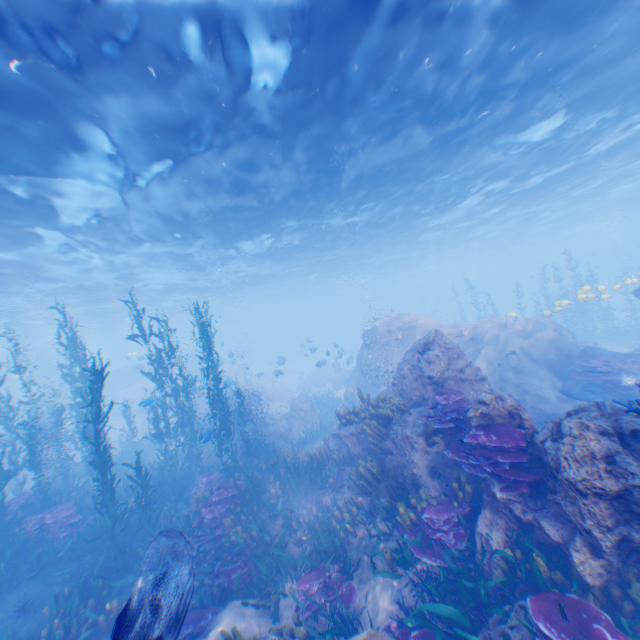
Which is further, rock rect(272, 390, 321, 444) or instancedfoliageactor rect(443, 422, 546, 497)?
rock rect(272, 390, 321, 444)

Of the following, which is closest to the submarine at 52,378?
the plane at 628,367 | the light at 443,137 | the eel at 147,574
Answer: the light at 443,137

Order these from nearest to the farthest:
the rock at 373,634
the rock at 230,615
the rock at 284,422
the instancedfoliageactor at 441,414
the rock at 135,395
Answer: the rock at 373,634 → the rock at 230,615 → the instancedfoliageactor at 441,414 → the rock at 284,422 → the rock at 135,395

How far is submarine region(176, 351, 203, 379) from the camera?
29.24m

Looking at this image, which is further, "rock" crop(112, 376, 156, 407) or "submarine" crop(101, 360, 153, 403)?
"submarine" crop(101, 360, 153, 403)

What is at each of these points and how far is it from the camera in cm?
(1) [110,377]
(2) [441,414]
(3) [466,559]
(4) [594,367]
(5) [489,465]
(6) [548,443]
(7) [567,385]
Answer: (1) submarine, 3959
(2) instancedfoliageactor, 760
(3) instancedfoliageactor, 589
(4) instancedfoliageactor, 1245
(5) instancedfoliageactor, 580
(6) rock, 514
(7) plane, 1310

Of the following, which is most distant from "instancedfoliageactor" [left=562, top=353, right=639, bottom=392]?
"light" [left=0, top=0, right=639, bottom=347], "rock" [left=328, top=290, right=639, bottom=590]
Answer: "light" [left=0, top=0, right=639, bottom=347]

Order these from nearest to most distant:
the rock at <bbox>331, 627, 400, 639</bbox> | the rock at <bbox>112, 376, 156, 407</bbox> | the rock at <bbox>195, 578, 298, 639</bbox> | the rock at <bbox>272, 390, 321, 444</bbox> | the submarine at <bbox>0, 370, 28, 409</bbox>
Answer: the rock at <bbox>331, 627, 400, 639</bbox>, the rock at <bbox>195, 578, 298, 639</bbox>, the rock at <bbox>272, 390, 321, 444</bbox>, the rock at <bbox>112, 376, 156, 407</bbox>, the submarine at <bbox>0, 370, 28, 409</bbox>
